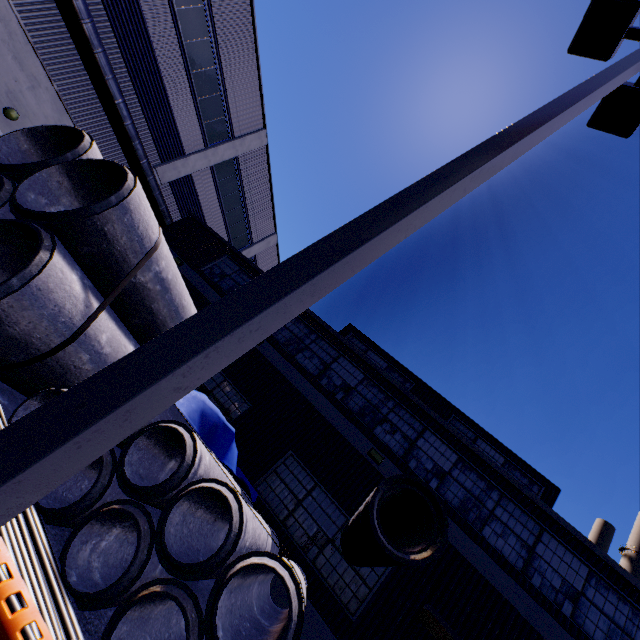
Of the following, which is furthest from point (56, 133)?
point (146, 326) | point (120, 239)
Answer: point (146, 326)

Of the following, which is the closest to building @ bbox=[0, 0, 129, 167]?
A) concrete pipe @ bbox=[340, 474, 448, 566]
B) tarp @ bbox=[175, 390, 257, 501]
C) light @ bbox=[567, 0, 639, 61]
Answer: concrete pipe @ bbox=[340, 474, 448, 566]

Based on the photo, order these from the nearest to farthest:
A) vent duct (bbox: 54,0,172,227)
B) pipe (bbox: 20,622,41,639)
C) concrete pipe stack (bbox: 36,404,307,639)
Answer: pipe (bbox: 20,622,41,639) → concrete pipe stack (bbox: 36,404,307,639) → vent duct (bbox: 54,0,172,227)

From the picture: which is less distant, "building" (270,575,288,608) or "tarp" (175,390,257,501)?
"tarp" (175,390,257,501)

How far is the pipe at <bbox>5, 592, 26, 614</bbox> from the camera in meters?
2.5

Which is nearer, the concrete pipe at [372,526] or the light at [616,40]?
the concrete pipe at [372,526]

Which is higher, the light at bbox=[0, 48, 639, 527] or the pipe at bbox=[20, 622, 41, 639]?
the light at bbox=[0, 48, 639, 527]

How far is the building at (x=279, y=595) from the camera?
7.7 meters
